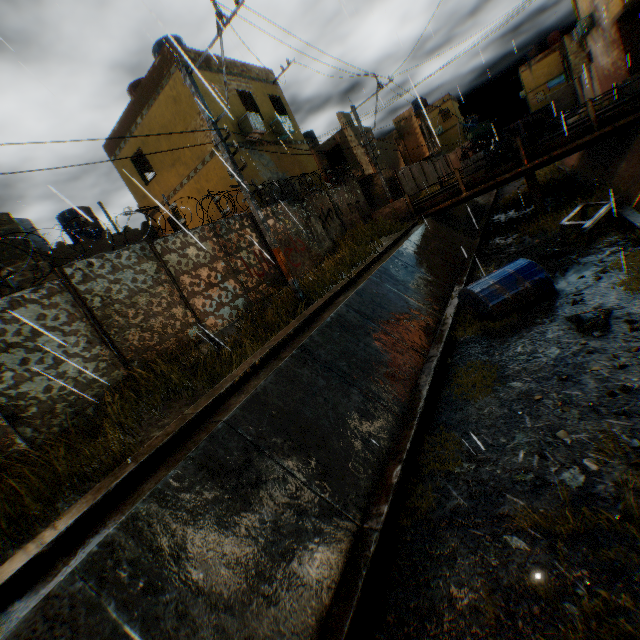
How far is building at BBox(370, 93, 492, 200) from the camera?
29.1 meters

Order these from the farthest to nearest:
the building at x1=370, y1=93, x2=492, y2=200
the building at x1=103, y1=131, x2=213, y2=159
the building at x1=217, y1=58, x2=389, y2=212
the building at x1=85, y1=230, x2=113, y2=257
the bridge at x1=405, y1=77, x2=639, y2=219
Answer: the building at x1=370, y1=93, x2=492, y2=200
the building at x1=85, y1=230, x2=113, y2=257
the building at x1=217, y1=58, x2=389, y2=212
the building at x1=103, y1=131, x2=213, y2=159
the bridge at x1=405, y1=77, x2=639, y2=219

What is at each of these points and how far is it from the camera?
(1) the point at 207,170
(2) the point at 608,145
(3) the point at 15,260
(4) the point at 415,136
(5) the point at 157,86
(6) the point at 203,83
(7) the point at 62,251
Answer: (1) building, 14.02m
(2) concrete channel, 14.83m
(3) building, 9.70m
(4) building, 33.47m
(5) building, 13.30m
(6) building, 13.25m
(7) building, 13.87m

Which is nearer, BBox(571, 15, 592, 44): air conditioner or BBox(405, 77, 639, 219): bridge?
BBox(405, 77, 639, 219): bridge

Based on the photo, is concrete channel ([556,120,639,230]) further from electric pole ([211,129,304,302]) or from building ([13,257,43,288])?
electric pole ([211,129,304,302])

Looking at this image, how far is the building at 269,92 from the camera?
14.2 meters

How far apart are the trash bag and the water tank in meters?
1.2 m

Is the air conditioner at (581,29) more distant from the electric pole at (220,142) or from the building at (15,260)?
the electric pole at (220,142)
